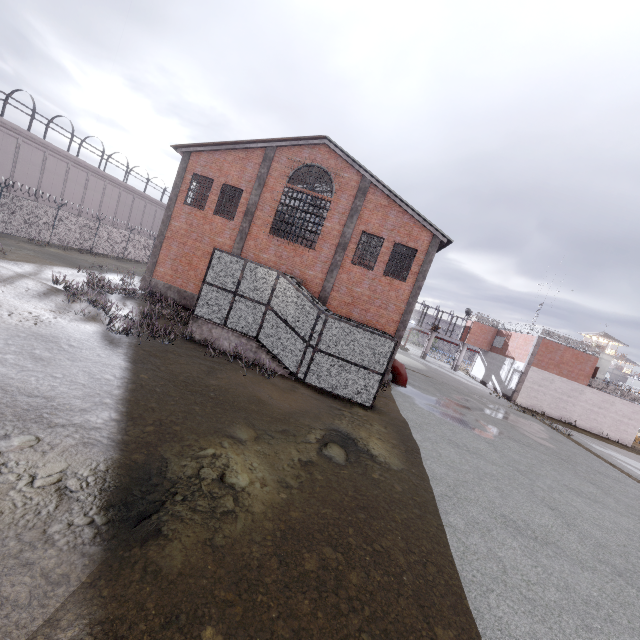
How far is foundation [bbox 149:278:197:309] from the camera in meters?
20.1

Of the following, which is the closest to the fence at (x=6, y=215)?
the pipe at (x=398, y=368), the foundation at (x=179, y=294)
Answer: the foundation at (x=179, y=294)

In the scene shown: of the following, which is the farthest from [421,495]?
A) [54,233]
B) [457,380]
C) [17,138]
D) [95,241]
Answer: [17,138]

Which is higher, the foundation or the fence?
the fence

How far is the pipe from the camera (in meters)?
20.02

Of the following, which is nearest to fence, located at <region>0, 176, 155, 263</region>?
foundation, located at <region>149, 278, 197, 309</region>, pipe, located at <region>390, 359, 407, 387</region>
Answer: foundation, located at <region>149, 278, 197, 309</region>

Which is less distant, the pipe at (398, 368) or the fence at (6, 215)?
the pipe at (398, 368)

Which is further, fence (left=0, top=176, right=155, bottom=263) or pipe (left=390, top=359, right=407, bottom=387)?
fence (left=0, top=176, right=155, bottom=263)
